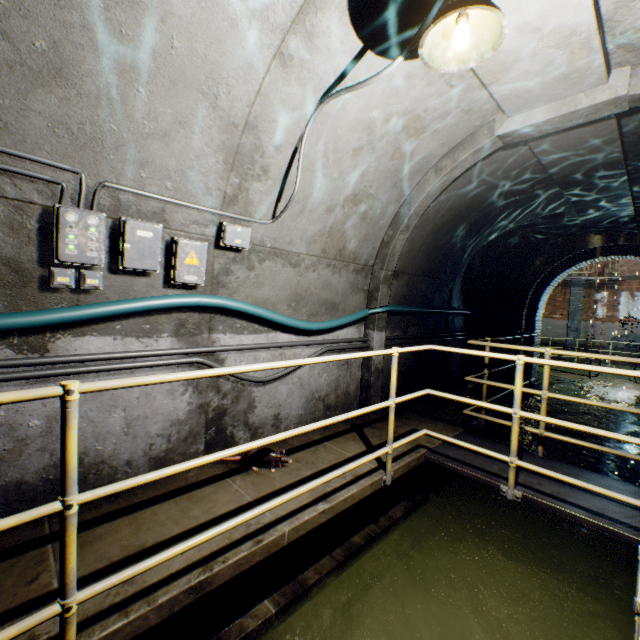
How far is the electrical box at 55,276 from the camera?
2.28m

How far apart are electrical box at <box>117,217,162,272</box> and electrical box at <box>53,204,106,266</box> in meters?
0.1 m

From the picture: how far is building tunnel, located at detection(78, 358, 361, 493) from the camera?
2.7 meters

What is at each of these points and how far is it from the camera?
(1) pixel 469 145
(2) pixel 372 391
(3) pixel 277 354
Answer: (1) wall archway, 3.8 meters
(2) wall archway, 4.9 meters
(3) building tunnel, 3.9 meters

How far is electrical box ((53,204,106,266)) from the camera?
2.23m

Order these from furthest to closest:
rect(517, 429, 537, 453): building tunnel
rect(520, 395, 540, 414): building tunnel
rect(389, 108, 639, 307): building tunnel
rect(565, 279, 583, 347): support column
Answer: rect(565, 279, 583, 347): support column
rect(520, 395, 540, 414): building tunnel
rect(517, 429, 537, 453): building tunnel
rect(389, 108, 639, 307): building tunnel

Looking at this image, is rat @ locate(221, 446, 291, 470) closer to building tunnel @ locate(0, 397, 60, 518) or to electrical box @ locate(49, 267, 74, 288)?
building tunnel @ locate(0, 397, 60, 518)

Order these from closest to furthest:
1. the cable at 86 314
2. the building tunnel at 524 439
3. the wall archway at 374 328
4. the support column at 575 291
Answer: the cable at 86 314 → the wall archway at 374 328 → the building tunnel at 524 439 → the support column at 575 291
